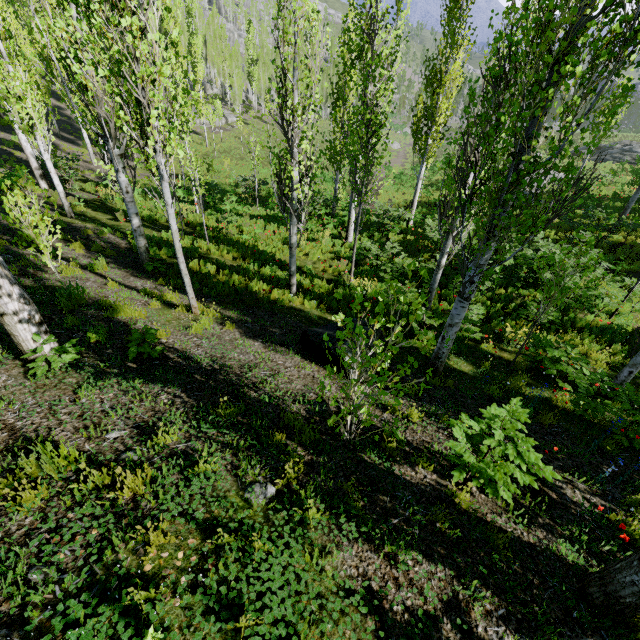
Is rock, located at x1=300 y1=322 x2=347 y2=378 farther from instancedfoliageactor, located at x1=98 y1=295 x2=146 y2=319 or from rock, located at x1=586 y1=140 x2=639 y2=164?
rock, located at x1=586 y1=140 x2=639 y2=164

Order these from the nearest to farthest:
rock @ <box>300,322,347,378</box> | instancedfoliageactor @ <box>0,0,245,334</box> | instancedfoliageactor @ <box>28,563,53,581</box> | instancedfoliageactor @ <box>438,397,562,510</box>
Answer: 1. instancedfoliageactor @ <box>28,563,53,581</box>
2. instancedfoliageactor @ <box>438,397,562,510</box>
3. instancedfoliageactor @ <box>0,0,245,334</box>
4. rock @ <box>300,322,347,378</box>

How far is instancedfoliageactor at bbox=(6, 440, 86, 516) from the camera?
2.69m

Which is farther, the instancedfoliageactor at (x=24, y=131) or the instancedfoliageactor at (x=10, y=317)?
the instancedfoliageactor at (x=24, y=131)

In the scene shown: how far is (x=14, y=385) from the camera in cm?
399

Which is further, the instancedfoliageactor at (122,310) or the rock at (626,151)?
the rock at (626,151)

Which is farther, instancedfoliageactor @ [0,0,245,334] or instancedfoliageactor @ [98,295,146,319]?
instancedfoliageactor @ [98,295,146,319]
